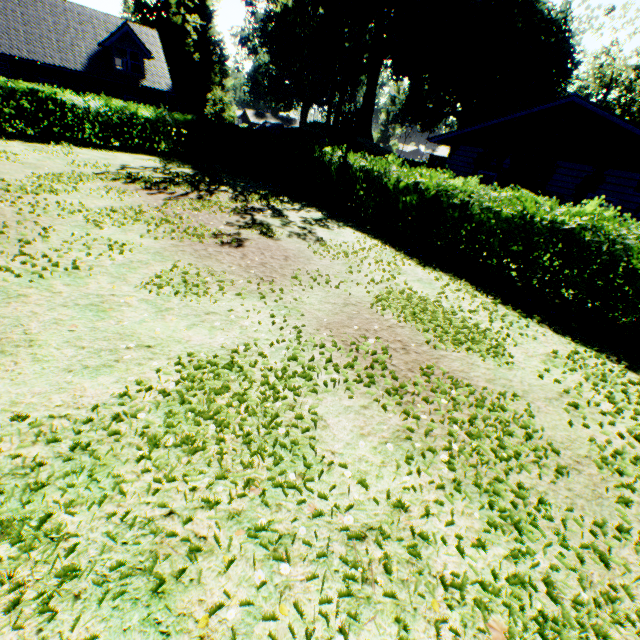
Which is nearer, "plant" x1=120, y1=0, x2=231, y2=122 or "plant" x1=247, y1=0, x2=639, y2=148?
"plant" x1=247, y1=0, x2=639, y2=148

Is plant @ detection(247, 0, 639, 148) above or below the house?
above

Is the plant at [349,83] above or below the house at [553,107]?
above

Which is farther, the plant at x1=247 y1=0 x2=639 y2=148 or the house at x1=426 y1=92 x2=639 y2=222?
the plant at x1=247 y1=0 x2=639 y2=148

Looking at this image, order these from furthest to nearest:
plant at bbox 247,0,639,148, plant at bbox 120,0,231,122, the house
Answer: plant at bbox 120,0,231,122 → plant at bbox 247,0,639,148 → the house

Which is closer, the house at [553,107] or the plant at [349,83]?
the house at [553,107]

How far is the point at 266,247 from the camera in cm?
835
